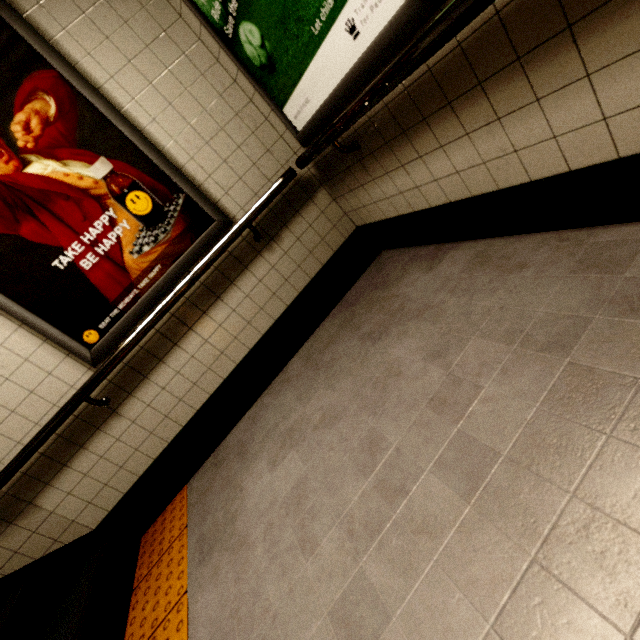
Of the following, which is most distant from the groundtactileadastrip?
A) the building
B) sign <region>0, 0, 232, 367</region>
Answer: sign <region>0, 0, 232, 367</region>

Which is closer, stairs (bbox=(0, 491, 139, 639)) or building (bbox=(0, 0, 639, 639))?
building (bbox=(0, 0, 639, 639))

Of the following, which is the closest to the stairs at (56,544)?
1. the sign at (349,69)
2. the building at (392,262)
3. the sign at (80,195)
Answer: the building at (392,262)

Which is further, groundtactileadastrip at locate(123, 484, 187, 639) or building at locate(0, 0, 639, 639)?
groundtactileadastrip at locate(123, 484, 187, 639)

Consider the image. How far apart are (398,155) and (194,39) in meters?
1.5 m

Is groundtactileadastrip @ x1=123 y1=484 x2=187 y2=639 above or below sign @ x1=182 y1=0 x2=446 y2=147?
below

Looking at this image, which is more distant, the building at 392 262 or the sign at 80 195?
the sign at 80 195

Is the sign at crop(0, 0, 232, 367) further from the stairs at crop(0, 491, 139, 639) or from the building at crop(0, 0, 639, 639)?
the stairs at crop(0, 491, 139, 639)
